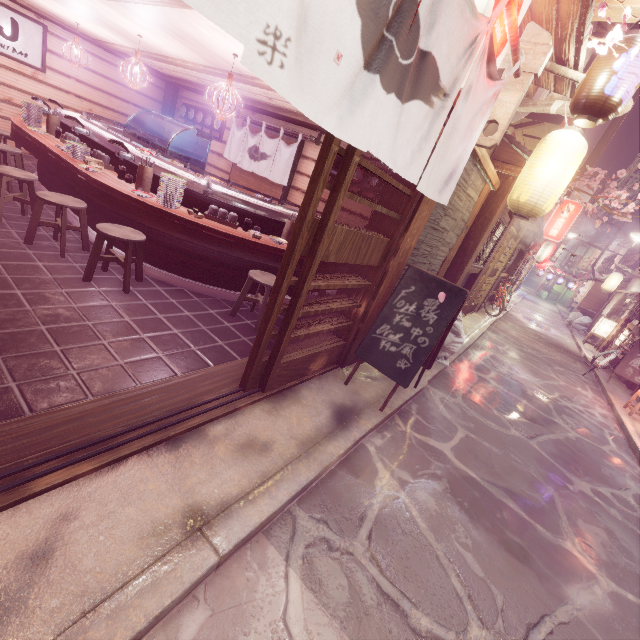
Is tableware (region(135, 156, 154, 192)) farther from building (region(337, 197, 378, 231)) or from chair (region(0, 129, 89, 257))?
chair (region(0, 129, 89, 257))

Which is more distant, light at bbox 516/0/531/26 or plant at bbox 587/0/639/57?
plant at bbox 587/0/639/57

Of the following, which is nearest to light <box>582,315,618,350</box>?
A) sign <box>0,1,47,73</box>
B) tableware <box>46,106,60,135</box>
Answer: tableware <box>46,106,60,135</box>

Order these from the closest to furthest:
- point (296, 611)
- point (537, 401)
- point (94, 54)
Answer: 1. point (296, 611)
2. point (537, 401)
3. point (94, 54)

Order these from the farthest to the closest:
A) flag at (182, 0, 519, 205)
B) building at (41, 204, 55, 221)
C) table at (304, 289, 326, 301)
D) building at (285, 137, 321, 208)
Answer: building at (285, 137, 321, 208)
table at (304, 289, 326, 301)
building at (41, 204, 55, 221)
flag at (182, 0, 519, 205)

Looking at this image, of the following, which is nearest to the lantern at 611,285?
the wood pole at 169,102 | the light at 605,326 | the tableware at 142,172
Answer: the light at 605,326

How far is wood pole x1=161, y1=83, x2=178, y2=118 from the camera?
16.31m

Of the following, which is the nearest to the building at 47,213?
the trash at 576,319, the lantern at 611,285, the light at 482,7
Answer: the light at 482,7
